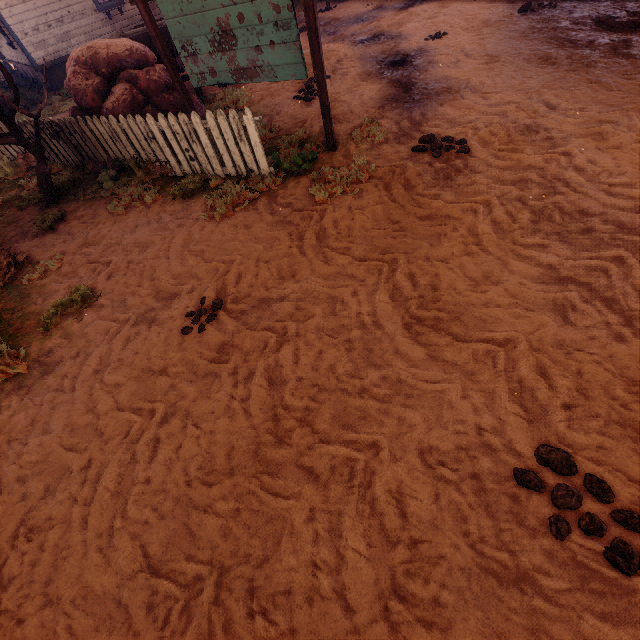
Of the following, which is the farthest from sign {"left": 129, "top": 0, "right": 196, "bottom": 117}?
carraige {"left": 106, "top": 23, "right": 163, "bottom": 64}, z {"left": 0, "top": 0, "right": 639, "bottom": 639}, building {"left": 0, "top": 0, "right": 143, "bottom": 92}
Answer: building {"left": 0, "top": 0, "right": 143, "bottom": 92}

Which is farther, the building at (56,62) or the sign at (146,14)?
the building at (56,62)

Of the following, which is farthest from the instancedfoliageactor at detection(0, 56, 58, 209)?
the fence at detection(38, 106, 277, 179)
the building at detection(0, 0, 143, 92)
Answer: the building at detection(0, 0, 143, 92)

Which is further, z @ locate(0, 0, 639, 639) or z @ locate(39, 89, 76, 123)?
z @ locate(39, 89, 76, 123)

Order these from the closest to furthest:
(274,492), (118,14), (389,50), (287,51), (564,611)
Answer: (564,611)
(274,492)
(287,51)
(389,50)
(118,14)

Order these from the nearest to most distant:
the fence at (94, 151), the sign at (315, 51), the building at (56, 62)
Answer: the sign at (315, 51), the fence at (94, 151), the building at (56, 62)

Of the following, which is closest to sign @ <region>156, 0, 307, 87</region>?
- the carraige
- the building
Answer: the carraige

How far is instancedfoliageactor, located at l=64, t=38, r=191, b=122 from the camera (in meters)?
6.13
